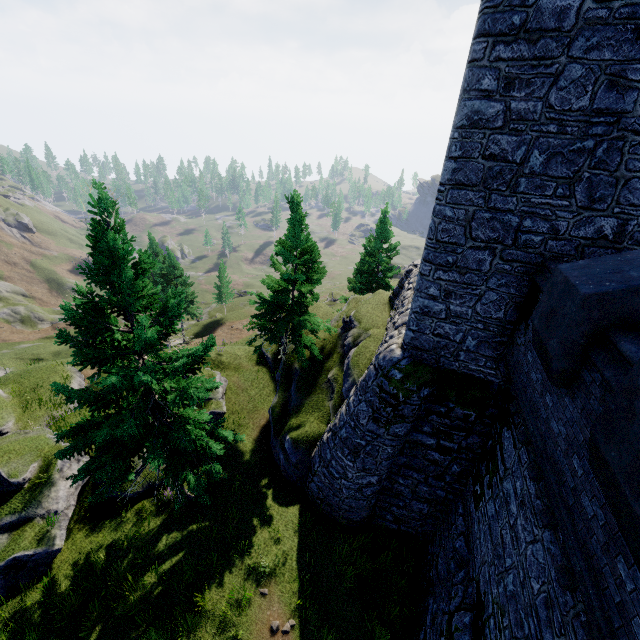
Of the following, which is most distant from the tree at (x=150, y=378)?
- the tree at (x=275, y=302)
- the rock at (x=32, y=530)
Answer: the rock at (x=32, y=530)

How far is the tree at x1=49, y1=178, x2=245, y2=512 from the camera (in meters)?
8.14

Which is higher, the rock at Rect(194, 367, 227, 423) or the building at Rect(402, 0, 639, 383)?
the building at Rect(402, 0, 639, 383)

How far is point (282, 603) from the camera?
10.6m

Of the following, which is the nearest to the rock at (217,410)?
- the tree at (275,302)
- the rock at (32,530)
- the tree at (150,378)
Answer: the rock at (32,530)

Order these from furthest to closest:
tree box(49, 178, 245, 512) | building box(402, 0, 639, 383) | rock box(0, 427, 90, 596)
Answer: rock box(0, 427, 90, 596)
tree box(49, 178, 245, 512)
building box(402, 0, 639, 383)

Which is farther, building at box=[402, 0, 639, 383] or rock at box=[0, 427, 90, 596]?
rock at box=[0, 427, 90, 596]

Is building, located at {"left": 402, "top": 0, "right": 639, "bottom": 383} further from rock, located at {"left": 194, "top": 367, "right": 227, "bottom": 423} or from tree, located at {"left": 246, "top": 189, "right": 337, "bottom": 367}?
rock, located at {"left": 194, "top": 367, "right": 227, "bottom": 423}
